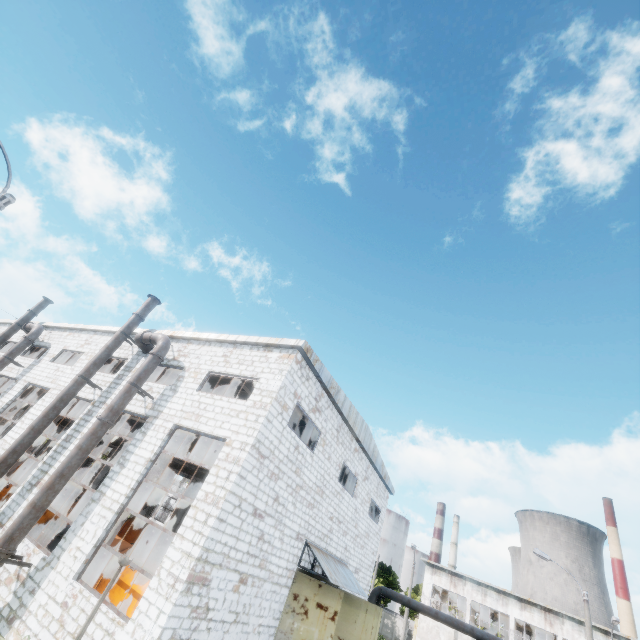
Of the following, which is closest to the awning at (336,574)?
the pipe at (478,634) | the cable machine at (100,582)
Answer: the cable machine at (100,582)

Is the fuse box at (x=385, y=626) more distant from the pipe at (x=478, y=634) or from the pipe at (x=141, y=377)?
the pipe at (x=141, y=377)

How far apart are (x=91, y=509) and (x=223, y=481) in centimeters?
531cm

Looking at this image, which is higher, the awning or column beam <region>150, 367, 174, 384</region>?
column beam <region>150, 367, 174, 384</region>

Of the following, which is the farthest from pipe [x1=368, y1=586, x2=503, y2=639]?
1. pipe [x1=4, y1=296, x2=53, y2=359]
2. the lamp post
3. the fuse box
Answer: the fuse box

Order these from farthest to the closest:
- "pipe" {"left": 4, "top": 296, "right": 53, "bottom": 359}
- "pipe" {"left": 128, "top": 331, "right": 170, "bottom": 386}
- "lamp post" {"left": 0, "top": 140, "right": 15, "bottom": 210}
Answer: "pipe" {"left": 4, "top": 296, "right": 53, "bottom": 359}
"pipe" {"left": 128, "top": 331, "right": 170, "bottom": 386}
"lamp post" {"left": 0, "top": 140, "right": 15, "bottom": 210}

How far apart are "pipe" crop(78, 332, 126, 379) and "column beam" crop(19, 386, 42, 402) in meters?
7.3

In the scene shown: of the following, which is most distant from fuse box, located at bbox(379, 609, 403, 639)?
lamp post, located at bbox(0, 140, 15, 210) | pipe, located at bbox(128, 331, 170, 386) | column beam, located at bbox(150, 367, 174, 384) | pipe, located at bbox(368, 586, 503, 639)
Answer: lamp post, located at bbox(0, 140, 15, 210)
